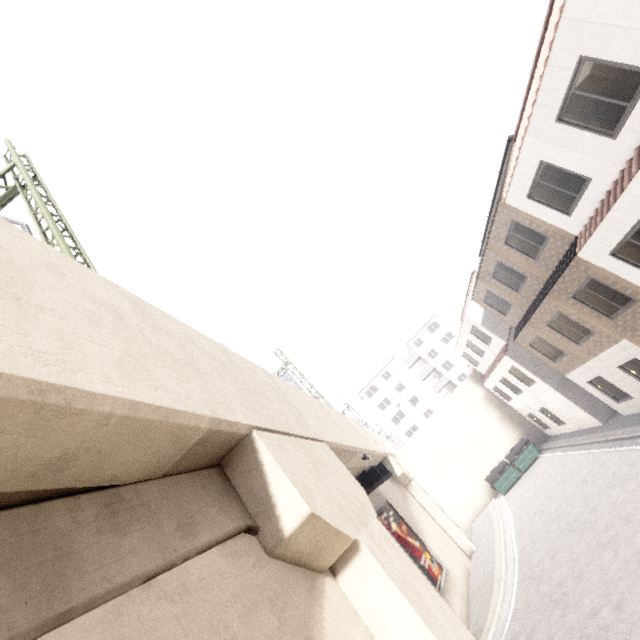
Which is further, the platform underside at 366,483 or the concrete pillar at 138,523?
the platform underside at 366,483

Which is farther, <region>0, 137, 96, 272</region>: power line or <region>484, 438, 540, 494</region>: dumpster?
<region>484, 438, 540, 494</region>: dumpster

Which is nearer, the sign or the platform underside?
the sign

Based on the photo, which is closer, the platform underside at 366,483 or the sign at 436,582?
the sign at 436,582

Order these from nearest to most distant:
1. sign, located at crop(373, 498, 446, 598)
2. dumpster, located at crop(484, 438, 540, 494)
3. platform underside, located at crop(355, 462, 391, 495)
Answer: sign, located at crop(373, 498, 446, 598) → platform underside, located at crop(355, 462, 391, 495) → dumpster, located at crop(484, 438, 540, 494)

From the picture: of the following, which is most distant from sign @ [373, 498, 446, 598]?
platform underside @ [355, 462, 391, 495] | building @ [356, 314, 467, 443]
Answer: building @ [356, 314, 467, 443]

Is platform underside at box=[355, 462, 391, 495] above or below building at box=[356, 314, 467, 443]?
below

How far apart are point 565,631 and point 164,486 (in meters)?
11.57
